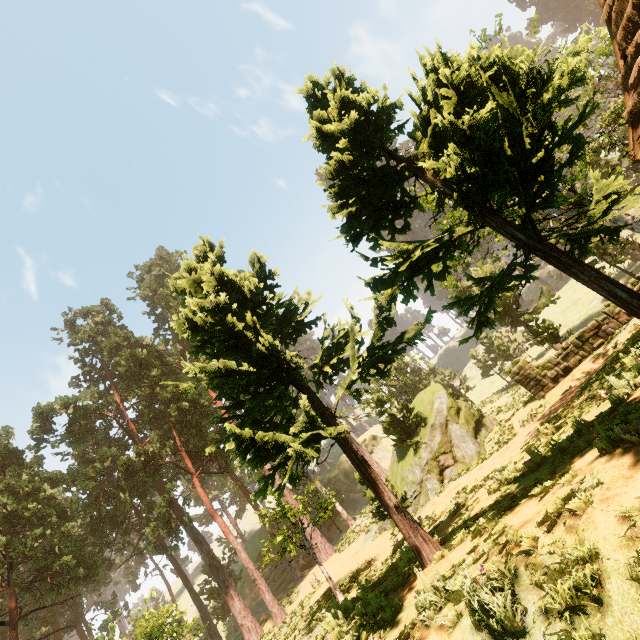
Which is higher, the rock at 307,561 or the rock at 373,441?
the rock at 373,441

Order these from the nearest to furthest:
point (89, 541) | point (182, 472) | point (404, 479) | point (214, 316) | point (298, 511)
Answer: point (214, 316)
point (298, 511)
point (404, 479)
point (89, 541)
point (182, 472)

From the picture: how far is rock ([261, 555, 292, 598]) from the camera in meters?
37.9

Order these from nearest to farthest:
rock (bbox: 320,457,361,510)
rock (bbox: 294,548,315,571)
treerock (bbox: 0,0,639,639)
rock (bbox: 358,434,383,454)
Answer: treerock (bbox: 0,0,639,639) < rock (bbox: 294,548,315,571) < rock (bbox: 320,457,361,510) < rock (bbox: 358,434,383,454)

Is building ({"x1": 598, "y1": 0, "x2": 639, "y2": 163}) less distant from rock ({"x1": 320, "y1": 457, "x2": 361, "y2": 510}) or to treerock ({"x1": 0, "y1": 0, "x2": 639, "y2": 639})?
treerock ({"x1": 0, "y1": 0, "x2": 639, "y2": 639})

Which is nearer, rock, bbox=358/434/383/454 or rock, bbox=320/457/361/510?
rock, bbox=320/457/361/510

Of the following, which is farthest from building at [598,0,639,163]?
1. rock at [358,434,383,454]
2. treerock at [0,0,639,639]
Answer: rock at [358,434,383,454]

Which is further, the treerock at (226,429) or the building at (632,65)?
the building at (632,65)
